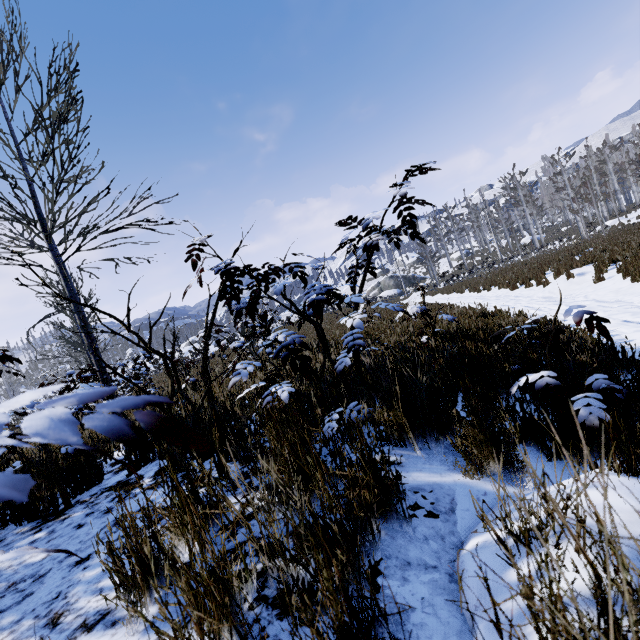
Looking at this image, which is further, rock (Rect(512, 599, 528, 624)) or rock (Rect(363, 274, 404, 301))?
rock (Rect(363, 274, 404, 301))

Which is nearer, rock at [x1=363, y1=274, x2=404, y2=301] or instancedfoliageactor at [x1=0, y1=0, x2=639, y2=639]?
instancedfoliageactor at [x1=0, y1=0, x2=639, y2=639]

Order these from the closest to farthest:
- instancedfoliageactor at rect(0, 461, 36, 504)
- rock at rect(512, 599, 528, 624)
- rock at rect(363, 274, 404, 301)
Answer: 1. instancedfoliageactor at rect(0, 461, 36, 504)
2. rock at rect(512, 599, 528, 624)
3. rock at rect(363, 274, 404, 301)

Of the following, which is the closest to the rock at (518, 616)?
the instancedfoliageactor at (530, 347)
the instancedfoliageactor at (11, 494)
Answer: the instancedfoliageactor at (11, 494)

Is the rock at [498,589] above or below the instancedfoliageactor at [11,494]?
below

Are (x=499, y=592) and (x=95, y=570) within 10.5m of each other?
yes

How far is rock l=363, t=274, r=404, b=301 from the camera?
48.48m

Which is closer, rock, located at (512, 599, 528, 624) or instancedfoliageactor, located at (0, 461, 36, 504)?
instancedfoliageactor, located at (0, 461, 36, 504)
